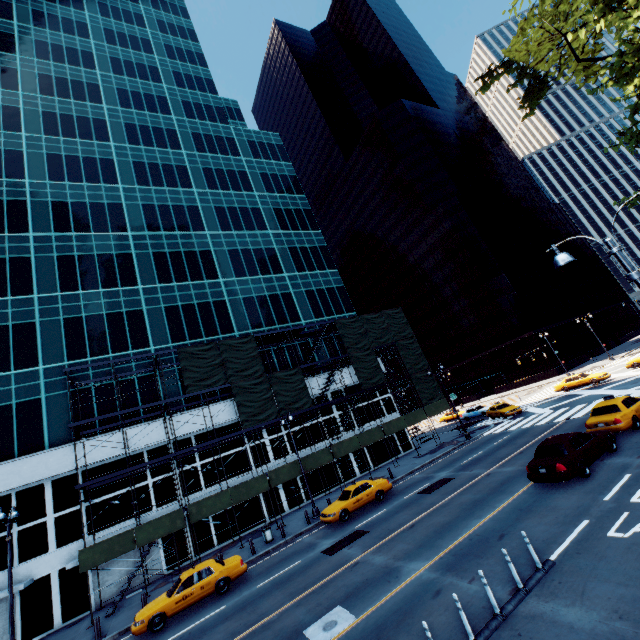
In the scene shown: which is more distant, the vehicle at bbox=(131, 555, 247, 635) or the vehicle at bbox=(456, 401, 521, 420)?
the vehicle at bbox=(456, 401, 521, 420)

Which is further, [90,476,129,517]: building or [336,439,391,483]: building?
[336,439,391,483]: building

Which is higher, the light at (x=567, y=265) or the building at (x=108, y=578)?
the light at (x=567, y=265)

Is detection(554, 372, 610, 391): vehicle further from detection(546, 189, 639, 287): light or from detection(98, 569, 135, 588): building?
detection(546, 189, 639, 287): light

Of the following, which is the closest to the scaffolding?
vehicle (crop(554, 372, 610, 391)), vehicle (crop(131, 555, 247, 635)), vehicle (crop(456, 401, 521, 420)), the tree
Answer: vehicle (crop(456, 401, 521, 420))

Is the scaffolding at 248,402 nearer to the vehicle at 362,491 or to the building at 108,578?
the building at 108,578

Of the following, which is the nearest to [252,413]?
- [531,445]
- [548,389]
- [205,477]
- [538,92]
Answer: [205,477]

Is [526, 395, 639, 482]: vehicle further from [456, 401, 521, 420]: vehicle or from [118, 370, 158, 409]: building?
[118, 370, 158, 409]: building
